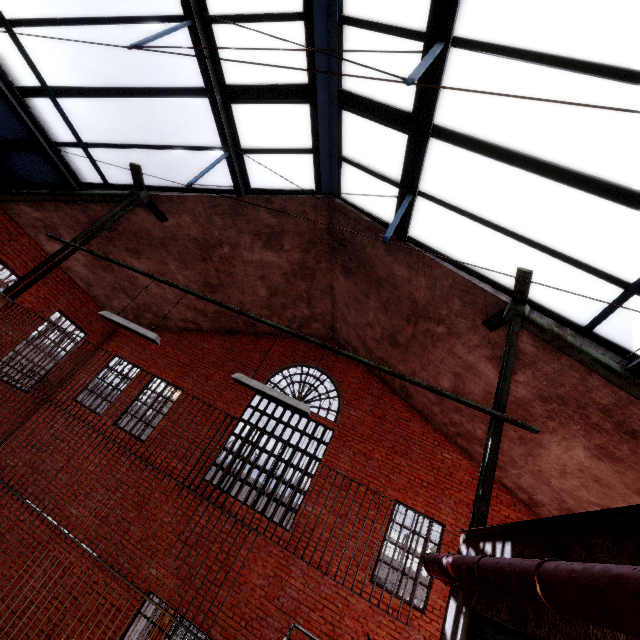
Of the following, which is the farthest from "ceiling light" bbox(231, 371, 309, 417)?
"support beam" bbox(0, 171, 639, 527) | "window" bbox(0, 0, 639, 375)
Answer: "window" bbox(0, 0, 639, 375)

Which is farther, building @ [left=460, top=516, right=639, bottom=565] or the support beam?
the support beam

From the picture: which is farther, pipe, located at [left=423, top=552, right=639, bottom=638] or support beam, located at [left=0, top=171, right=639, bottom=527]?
support beam, located at [left=0, top=171, right=639, bottom=527]

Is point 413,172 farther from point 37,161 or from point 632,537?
point 37,161

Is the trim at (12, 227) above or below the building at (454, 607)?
above

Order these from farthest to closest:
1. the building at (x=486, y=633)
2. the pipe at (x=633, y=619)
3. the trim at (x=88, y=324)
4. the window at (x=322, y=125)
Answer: the trim at (x=88, y=324) → the window at (x=322, y=125) → the building at (x=486, y=633) → the pipe at (x=633, y=619)

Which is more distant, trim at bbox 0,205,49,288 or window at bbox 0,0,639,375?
trim at bbox 0,205,49,288

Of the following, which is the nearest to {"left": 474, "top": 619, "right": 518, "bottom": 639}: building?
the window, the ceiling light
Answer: the window
